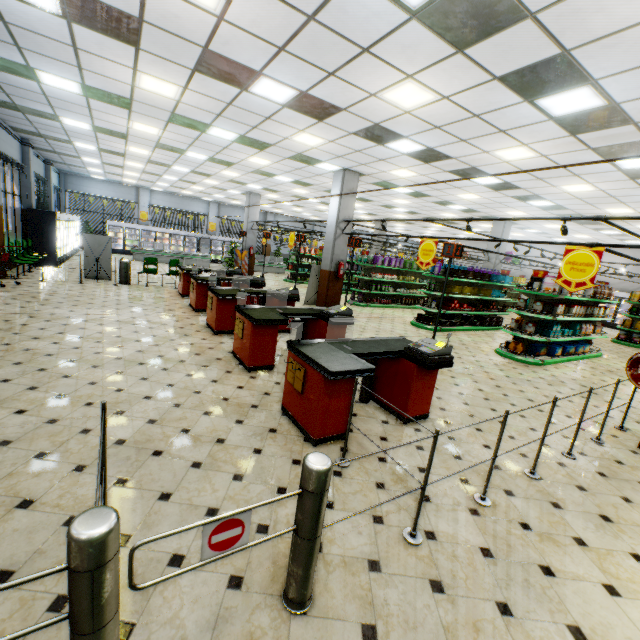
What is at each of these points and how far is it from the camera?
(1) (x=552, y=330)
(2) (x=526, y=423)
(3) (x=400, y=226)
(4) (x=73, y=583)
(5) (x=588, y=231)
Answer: (1) boxed food, 8.75m
(2) building, 5.05m
(3) building, 25.56m
(4) rail gate, 1.25m
(5) building, 16.12m

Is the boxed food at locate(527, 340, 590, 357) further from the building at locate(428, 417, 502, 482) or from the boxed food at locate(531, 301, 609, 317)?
the boxed food at locate(531, 301, 609, 317)

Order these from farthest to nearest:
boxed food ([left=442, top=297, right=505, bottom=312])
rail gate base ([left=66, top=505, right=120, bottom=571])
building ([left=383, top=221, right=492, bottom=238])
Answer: building ([left=383, top=221, right=492, bottom=238]) → boxed food ([left=442, top=297, right=505, bottom=312]) → rail gate base ([left=66, top=505, right=120, bottom=571])

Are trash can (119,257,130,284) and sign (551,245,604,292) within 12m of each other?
no

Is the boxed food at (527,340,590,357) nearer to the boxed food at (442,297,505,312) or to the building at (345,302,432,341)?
the building at (345,302,432,341)

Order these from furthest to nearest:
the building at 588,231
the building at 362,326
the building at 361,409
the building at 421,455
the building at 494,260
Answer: the building at 494,260 < the building at 588,231 < the building at 362,326 < the building at 361,409 < the building at 421,455

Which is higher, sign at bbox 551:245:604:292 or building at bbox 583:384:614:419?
sign at bbox 551:245:604:292

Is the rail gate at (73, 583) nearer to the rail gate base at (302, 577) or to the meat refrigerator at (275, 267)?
the rail gate base at (302, 577)
